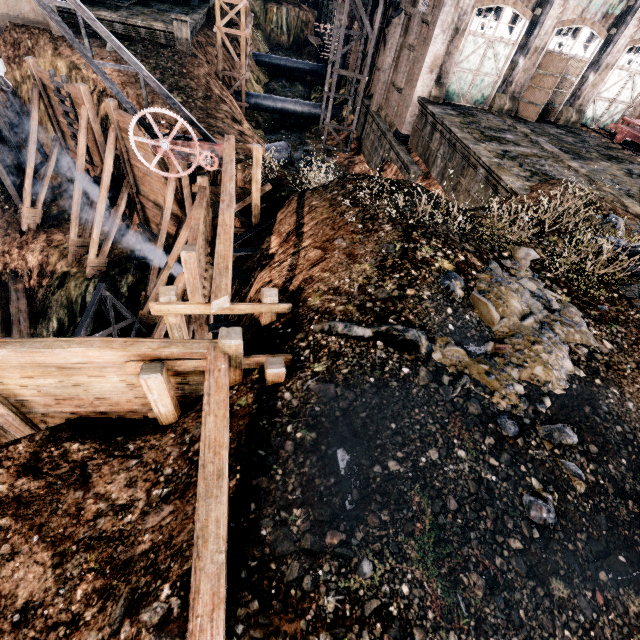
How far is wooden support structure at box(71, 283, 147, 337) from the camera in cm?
1379

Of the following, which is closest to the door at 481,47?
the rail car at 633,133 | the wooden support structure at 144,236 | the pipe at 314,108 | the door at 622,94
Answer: the door at 622,94

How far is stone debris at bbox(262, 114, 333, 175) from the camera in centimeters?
2888cm

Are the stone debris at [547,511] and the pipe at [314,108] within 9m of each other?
no

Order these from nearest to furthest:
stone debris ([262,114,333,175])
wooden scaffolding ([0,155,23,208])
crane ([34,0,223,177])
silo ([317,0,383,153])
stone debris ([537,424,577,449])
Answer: stone debris ([537,424,577,449])
crane ([34,0,223,177])
wooden scaffolding ([0,155,23,208])
silo ([317,0,383,153])
stone debris ([262,114,333,175])

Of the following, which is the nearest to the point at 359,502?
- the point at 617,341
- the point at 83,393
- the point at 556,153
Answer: the point at 83,393

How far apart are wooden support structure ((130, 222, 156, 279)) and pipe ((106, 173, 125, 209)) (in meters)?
1.84

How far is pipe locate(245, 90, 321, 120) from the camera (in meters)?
34.03
